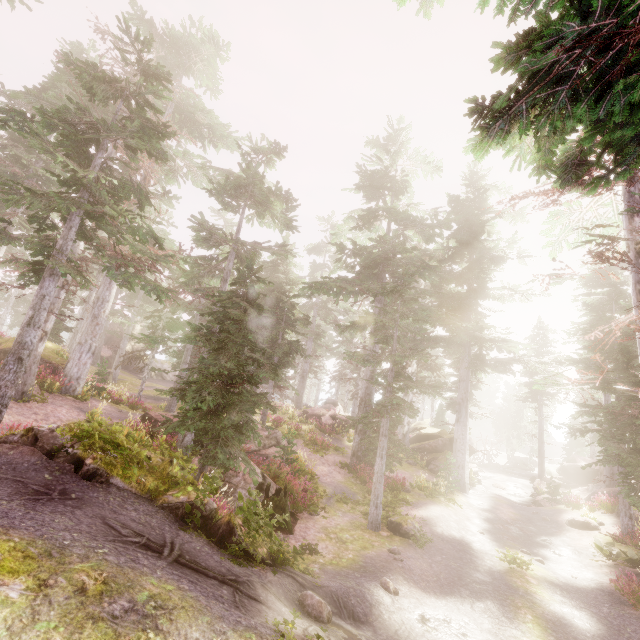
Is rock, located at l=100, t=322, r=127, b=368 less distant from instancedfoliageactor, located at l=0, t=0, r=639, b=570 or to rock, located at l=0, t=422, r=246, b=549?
instancedfoliageactor, located at l=0, t=0, r=639, b=570

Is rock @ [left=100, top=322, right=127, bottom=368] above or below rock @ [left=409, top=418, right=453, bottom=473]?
above

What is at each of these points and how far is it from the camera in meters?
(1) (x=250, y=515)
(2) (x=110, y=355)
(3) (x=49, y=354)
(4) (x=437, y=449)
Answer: (1) instancedfoliageactor, 7.0 m
(2) rock, 37.7 m
(3) rock, 18.0 m
(4) rock, 26.7 m

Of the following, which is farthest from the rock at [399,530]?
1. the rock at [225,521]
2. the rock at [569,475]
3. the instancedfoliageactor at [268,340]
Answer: the rock at [569,475]

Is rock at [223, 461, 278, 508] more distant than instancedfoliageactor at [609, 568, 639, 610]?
Yes

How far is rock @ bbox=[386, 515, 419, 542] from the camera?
12.0 meters

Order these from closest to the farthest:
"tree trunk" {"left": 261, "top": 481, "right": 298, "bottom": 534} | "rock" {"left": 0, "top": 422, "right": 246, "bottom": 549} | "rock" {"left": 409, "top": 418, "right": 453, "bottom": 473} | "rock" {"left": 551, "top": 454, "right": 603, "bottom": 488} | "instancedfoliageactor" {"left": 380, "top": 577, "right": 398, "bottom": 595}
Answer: "rock" {"left": 0, "top": 422, "right": 246, "bottom": 549} < "instancedfoliageactor" {"left": 380, "top": 577, "right": 398, "bottom": 595} < "tree trunk" {"left": 261, "top": 481, "right": 298, "bottom": 534} < "rock" {"left": 409, "top": 418, "right": 453, "bottom": 473} < "rock" {"left": 551, "top": 454, "right": 603, "bottom": 488}

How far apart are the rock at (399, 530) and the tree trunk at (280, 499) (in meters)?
3.50
